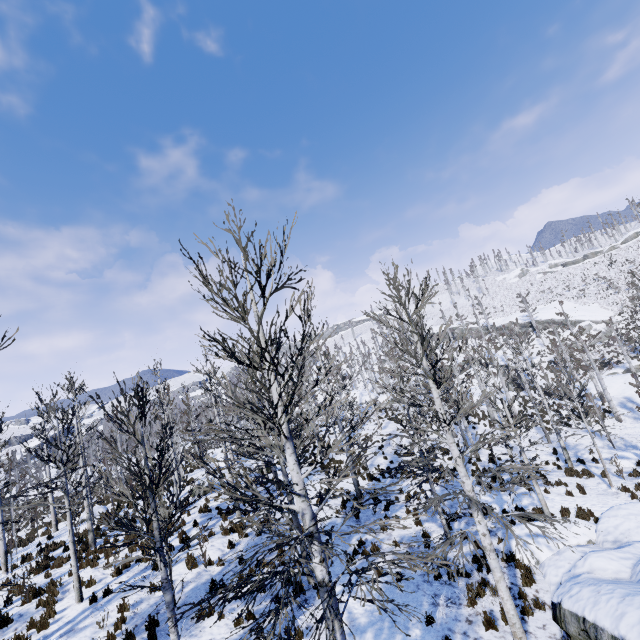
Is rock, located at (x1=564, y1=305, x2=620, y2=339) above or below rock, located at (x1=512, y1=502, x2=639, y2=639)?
above

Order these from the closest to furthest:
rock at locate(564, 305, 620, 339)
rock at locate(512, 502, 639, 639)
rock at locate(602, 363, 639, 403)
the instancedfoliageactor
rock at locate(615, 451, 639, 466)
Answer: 1. the instancedfoliageactor
2. rock at locate(512, 502, 639, 639)
3. rock at locate(615, 451, 639, 466)
4. rock at locate(602, 363, 639, 403)
5. rock at locate(564, 305, 620, 339)

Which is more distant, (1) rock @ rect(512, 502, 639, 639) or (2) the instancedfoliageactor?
(1) rock @ rect(512, 502, 639, 639)

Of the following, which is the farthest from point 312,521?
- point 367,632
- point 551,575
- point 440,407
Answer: point 551,575

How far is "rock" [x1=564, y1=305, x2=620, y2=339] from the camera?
51.12m

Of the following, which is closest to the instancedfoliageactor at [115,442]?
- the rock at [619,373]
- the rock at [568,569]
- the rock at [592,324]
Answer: the rock at [568,569]

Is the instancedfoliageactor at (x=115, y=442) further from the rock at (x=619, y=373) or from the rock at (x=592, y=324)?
the rock at (x=592, y=324)

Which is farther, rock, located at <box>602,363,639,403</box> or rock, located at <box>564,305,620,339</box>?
rock, located at <box>564,305,620,339</box>
